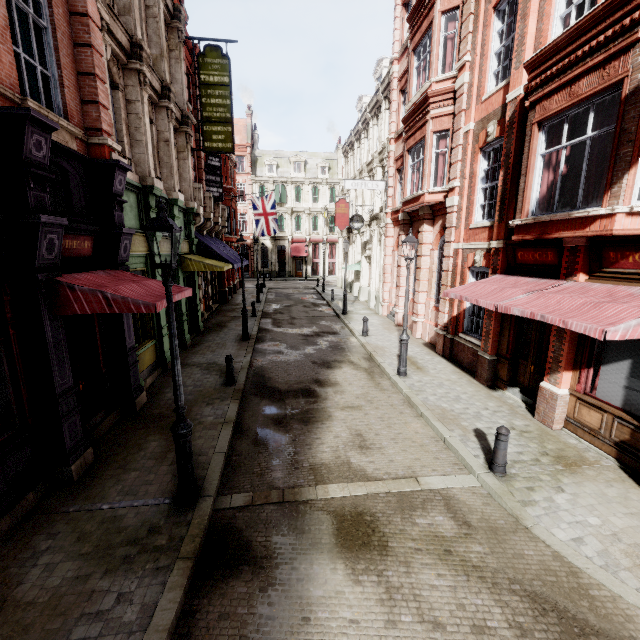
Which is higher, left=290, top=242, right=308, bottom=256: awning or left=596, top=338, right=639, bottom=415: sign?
left=290, top=242, right=308, bottom=256: awning

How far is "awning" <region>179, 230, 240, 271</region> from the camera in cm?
1341

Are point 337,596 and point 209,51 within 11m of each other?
no

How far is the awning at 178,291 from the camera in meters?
7.0 m

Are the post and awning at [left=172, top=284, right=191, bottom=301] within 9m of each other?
yes

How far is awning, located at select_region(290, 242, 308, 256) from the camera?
45.38m

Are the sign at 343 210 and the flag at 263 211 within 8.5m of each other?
yes

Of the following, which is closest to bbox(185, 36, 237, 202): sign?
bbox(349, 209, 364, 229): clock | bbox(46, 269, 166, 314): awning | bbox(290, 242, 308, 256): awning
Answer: bbox(349, 209, 364, 229): clock
